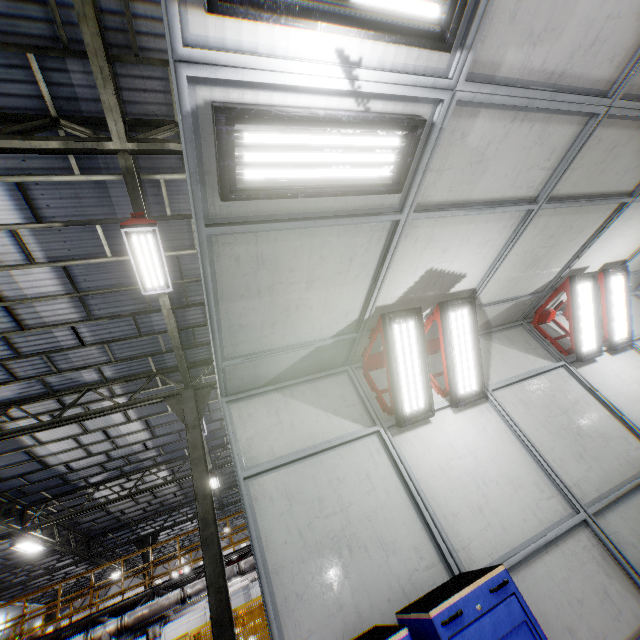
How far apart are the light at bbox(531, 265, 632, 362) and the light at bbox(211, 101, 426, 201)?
4.7 meters

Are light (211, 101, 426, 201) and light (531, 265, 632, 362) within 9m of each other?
yes

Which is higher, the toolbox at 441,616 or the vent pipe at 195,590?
the vent pipe at 195,590

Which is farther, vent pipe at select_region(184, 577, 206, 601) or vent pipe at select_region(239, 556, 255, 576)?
vent pipe at select_region(239, 556, 255, 576)

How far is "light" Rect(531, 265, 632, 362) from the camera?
5.8m

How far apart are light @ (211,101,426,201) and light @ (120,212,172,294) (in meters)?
4.19

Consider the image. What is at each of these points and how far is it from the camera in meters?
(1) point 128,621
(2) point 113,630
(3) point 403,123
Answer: (1) vent pipe, 11.0
(2) vent pipe, 10.8
(3) light, 2.4

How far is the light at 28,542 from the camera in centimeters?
1322cm
